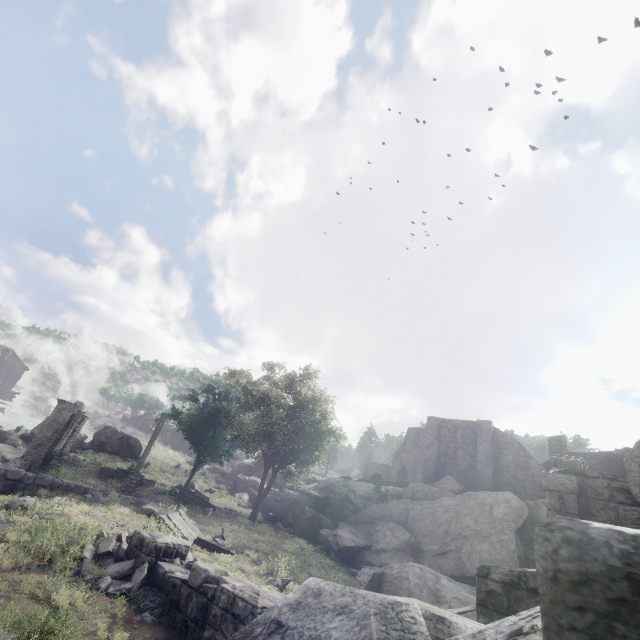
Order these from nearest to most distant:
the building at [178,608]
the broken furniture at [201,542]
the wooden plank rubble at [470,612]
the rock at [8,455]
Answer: the building at [178,608] → the wooden plank rubble at [470,612] → the broken furniture at [201,542] → the rock at [8,455]

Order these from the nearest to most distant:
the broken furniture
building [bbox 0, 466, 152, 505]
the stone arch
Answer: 1. the broken furniture
2. building [bbox 0, 466, 152, 505]
3. the stone arch

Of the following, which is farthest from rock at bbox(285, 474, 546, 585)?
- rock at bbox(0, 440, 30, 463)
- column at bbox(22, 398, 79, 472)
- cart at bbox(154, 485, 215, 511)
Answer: rock at bbox(0, 440, 30, 463)

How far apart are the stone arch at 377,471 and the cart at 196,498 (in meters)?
30.86

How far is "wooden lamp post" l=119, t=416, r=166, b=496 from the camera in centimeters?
1950cm

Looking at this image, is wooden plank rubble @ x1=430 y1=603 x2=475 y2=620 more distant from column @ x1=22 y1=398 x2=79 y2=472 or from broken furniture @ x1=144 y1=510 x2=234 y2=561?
column @ x1=22 y1=398 x2=79 y2=472

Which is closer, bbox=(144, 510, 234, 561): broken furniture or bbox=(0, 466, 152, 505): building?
bbox=(144, 510, 234, 561): broken furniture

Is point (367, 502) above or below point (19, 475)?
above
